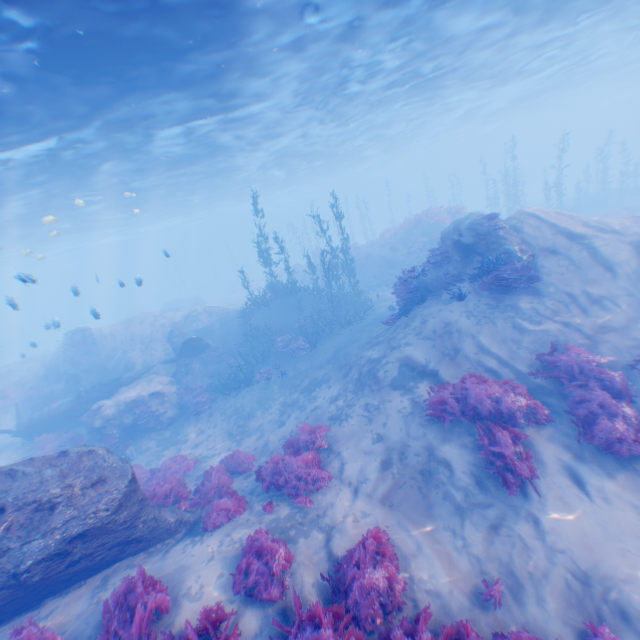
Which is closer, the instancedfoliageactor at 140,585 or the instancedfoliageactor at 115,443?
the instancedfoliageactor at 140,585

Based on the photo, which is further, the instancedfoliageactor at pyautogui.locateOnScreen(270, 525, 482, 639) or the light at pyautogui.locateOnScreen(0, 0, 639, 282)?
the light at pyautogui.locateOnScreen(0, 0, 639, 282)

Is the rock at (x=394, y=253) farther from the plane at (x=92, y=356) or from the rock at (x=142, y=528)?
the plane at (x=92, y=356)

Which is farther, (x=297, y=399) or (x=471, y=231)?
(x=297, y=399)

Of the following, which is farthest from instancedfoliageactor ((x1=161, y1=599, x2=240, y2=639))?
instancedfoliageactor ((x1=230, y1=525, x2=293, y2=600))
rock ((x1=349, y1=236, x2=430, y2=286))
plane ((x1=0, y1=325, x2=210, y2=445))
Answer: rock ((x1=349, y1=236, x2=430, y2=286))

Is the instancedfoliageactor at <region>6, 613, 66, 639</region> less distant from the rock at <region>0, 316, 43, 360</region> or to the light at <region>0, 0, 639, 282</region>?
the rock at <region>0, 316, 43, 360</region>

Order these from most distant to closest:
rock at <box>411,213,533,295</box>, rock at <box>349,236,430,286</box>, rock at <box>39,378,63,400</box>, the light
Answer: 1. rock at <box>349,236,430,286</box>
2. rock at <box>39,378,63,400</box>
3. rock at <box>411,213,533,295</box>
4. the light

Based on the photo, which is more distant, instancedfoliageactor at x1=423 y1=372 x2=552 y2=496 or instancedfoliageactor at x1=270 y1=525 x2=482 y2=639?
instancedfoliageactor at x1=423 y1=372 x2=552 y2=496
